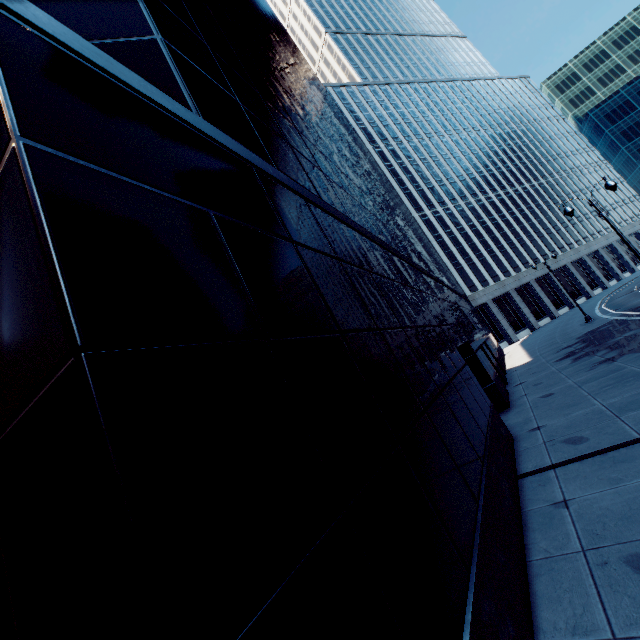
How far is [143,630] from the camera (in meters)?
1.44
